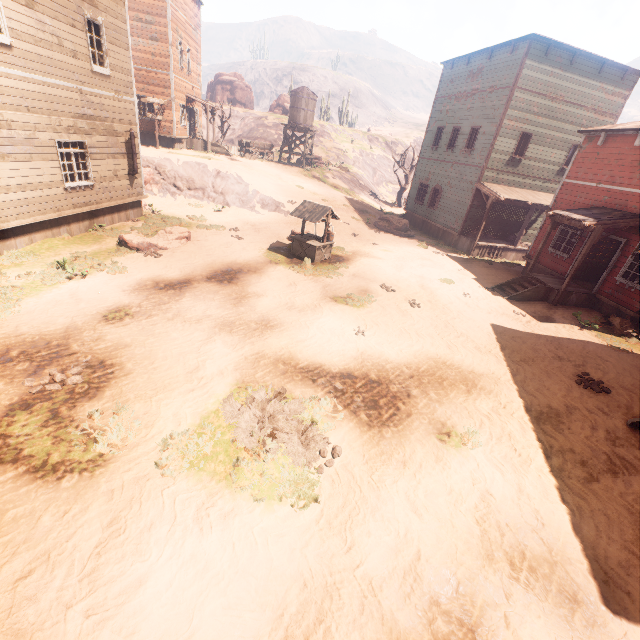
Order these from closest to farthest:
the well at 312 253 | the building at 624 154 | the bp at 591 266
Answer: the building at 624 154, the well at 312 253, the bp at 591 266

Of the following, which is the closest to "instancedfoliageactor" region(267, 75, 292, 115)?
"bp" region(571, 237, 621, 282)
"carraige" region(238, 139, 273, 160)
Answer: "carraige" region(238, 139, 273, 160)

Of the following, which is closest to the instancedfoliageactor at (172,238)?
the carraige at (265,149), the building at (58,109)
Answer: the building at (58,109)

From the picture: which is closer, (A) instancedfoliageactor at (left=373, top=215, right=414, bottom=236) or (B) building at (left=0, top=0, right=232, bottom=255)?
(B) building at (left=0, top=0, right=232, bottom=255)

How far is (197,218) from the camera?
A: 17.3 meters

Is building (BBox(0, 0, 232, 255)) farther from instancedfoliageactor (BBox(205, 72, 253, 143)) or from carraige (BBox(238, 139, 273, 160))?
instancedfoliageactor (BBox(205, 72, 253, 143))

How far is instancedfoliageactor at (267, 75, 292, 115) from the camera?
49.51m

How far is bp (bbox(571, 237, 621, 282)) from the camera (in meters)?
14.32
